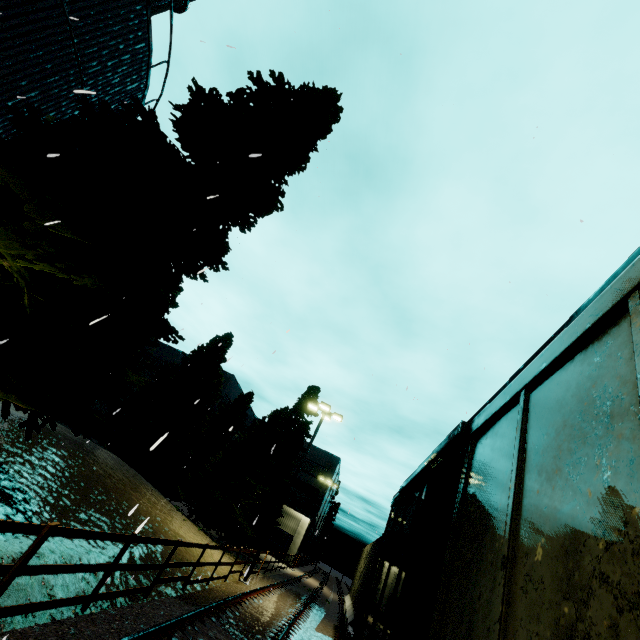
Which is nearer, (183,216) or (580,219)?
(580,219)

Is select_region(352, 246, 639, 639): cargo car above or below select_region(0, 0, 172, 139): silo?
below

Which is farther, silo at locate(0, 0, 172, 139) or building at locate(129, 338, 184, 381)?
building at locate(129, 338, 184, 381)

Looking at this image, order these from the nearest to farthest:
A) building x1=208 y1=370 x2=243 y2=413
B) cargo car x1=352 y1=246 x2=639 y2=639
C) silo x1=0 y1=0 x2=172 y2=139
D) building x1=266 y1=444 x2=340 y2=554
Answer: cargo car x1=352 y1=246 x2=639 y2=639 → silo x1=0 y1=0 x2=172 y2=139 → building x1=266 y1=444 x2=340 y2=554 → building x1=208 y1=370 x2=243 y2=413

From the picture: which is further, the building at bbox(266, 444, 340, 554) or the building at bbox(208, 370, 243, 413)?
the building at bbox(208, 370, 243, 413)

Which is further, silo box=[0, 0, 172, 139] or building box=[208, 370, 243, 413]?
building box=[208, 370, 243, 413]

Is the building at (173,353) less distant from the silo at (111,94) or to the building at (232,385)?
the building at (232,385)

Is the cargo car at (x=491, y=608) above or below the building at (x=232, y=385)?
below
